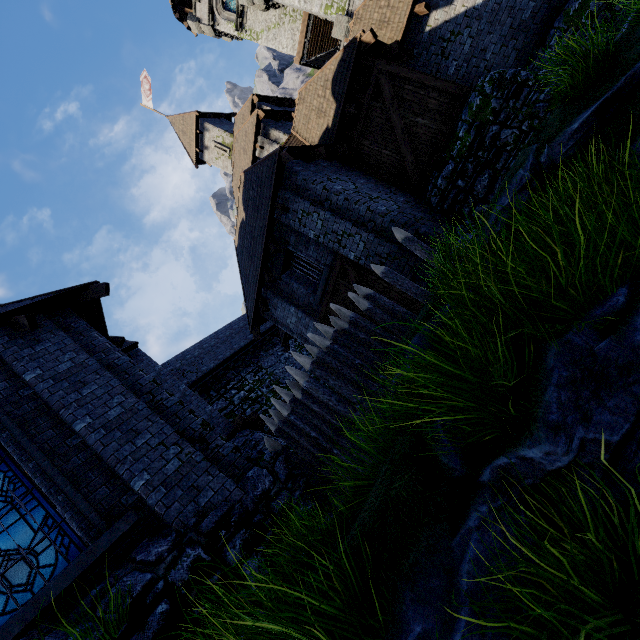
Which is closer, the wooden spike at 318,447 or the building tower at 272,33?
the wooden spike at 318,447

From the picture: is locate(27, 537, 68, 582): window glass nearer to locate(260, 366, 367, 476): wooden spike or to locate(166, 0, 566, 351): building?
locate(260, 366, 367, 476): wooden spike

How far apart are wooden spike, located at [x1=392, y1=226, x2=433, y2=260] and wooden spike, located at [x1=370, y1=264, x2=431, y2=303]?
0.5 meters

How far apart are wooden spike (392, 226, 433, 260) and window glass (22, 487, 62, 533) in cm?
723

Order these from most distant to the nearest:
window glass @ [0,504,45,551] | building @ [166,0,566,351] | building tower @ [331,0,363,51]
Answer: building tower @ [331,0,363,51], building @ [166,0,566,351], window glass @ [0,504,45,551]

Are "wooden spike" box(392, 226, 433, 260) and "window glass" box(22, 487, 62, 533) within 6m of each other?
no

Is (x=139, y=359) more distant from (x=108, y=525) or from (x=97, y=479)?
(x=108, y=525)

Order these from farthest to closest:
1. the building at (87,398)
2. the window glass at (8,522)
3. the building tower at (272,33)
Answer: the building tower at (272,33) → the building at (87,398) → the window glass at (8,522)
